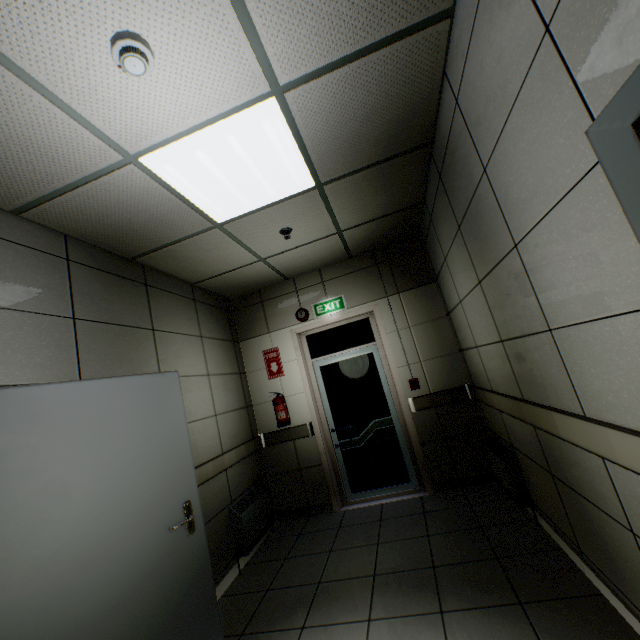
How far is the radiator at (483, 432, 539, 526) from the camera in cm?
290

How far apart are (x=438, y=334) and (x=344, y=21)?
3.51m

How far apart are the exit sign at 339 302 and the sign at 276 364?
0.74m

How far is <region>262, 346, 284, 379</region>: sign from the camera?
4.73m

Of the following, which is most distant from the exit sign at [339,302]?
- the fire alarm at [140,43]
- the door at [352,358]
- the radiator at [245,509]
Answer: the fire alarm at [140,43]

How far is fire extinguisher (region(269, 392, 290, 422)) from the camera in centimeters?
445cm

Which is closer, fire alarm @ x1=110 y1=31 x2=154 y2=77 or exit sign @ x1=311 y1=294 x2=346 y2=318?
fire alarm @ x1=110 y1=31 x2=154 y2=77

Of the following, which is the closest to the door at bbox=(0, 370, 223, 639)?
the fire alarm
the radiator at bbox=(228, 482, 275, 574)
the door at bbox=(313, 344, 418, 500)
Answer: the radiator at bbox=(228, 482, 275, 574)
